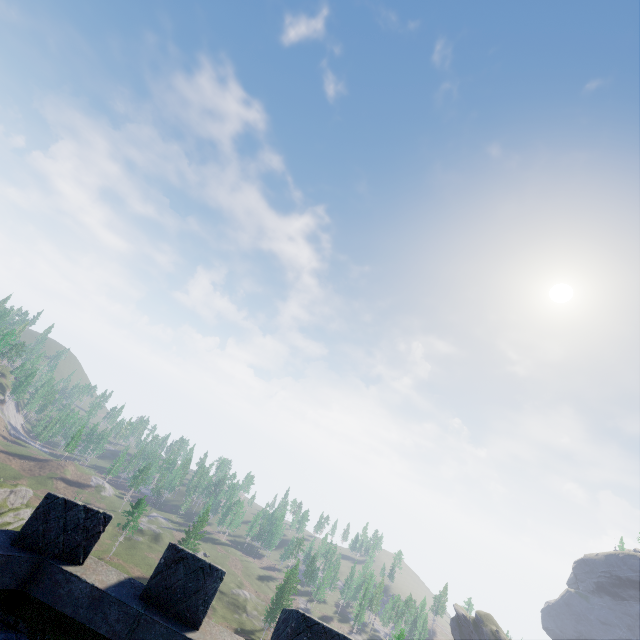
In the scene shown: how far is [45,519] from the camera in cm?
630
